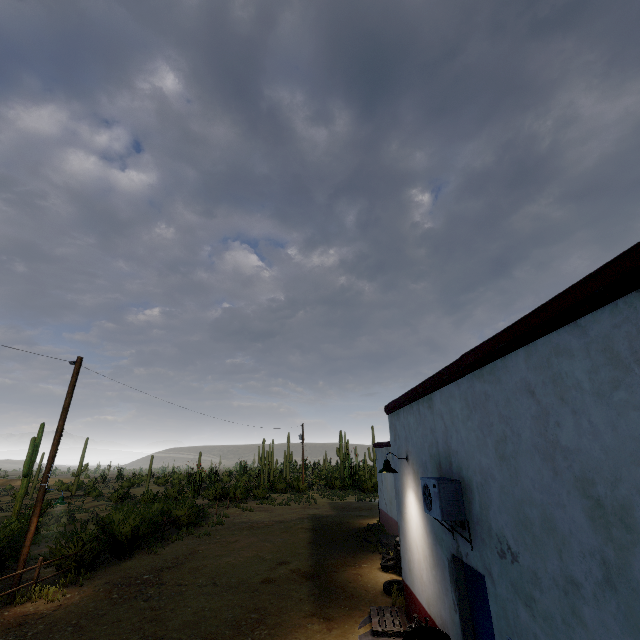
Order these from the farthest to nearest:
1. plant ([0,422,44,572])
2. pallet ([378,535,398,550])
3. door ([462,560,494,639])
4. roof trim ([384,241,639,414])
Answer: pallet ([378,535,398,550]) → plant ([0,422,44,572]) → door ([462,560,494,639]) → roof trim ([384,241,639,414])

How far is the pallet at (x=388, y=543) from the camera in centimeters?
1273cm

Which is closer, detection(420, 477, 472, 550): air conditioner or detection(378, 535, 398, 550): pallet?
detection(420, 477, 472, 550): air conditioner

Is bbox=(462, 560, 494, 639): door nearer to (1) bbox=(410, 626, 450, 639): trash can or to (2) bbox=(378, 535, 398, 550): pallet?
(1) bbox=(410, 626, 450, 639): trash can

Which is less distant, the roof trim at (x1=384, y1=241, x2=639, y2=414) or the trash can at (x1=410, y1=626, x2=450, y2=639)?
the roof trim at (x1=384, y1=241, x2=639, y2=414)

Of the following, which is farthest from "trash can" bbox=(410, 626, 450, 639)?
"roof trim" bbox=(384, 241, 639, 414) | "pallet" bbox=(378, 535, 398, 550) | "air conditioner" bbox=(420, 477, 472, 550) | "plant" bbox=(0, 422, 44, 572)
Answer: "plant" bbox=(0, 422, 44, 572)

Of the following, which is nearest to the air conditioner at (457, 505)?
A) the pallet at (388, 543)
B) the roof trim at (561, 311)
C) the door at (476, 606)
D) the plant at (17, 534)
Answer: the door at (476, 606)

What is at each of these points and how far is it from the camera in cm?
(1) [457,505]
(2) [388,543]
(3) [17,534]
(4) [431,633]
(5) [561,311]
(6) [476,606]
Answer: (1) air conditioner, 479
(2) pallet, 1318
(3) plant, 1238
(4) trash can, 555
(5) roof trim, 288
(6) door, 486
